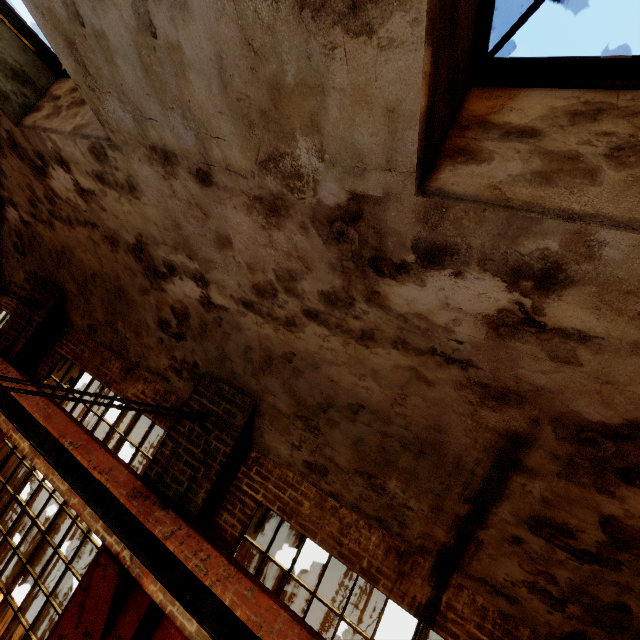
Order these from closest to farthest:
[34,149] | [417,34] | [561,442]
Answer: [417,34]
[561,442]
[34,149]

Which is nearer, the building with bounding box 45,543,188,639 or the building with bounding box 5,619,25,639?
the building with bounding box 45,543,188,639

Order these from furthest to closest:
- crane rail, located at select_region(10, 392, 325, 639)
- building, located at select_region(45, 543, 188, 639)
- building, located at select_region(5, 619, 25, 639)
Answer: building, located at select_region(5, 619, 25, 639), building, located at select_region(45, 543, 188, 639), crane rail, located at select_region(10, 392, 325, 639)

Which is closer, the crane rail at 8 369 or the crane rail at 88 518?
the crane rail at 88 518

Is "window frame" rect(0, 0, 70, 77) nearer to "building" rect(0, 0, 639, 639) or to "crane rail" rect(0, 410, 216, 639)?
"building" rect(0, 0, 639, 639)

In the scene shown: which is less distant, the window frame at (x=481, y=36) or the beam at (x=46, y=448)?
the window frame at (x=481, y=36)

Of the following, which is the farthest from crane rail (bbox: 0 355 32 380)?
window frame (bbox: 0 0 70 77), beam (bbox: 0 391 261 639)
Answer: window frame (bbox: 0 0 70 77)

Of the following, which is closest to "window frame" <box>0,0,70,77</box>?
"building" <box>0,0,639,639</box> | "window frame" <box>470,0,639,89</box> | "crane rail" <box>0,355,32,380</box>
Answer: "building" <box>0,0,639,639</box>
